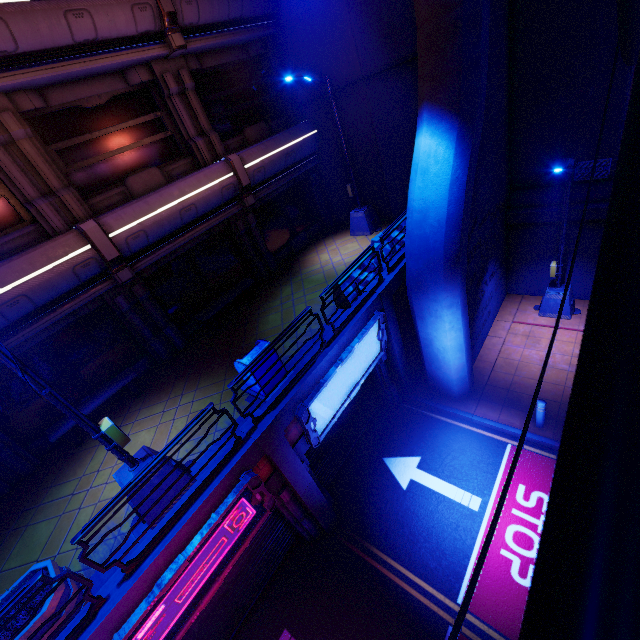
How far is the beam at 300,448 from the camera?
7.80m

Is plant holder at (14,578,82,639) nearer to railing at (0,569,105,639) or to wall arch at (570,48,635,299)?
railing at (0,569,105,639)

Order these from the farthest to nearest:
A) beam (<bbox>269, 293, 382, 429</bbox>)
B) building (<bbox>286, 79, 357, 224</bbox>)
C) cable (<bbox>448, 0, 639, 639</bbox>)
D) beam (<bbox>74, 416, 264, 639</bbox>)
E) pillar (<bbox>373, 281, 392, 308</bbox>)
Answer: building (<bbox>286, 79, 357, 224</bbox>), pillar (<bbox>373, 281, 392, 308</bbox>), beam (<bbox>269, 293, 382, 429</bbox>), beam (<bbox>74, 416, 264, 639</bbox>), cable (<bbox>448, 0, 639, 639</bbox>)

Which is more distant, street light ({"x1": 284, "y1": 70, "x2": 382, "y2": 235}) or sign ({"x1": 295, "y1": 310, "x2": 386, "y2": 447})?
street light ({"x1": 284, "y1": 70, "x2": 382, "y2": 235})

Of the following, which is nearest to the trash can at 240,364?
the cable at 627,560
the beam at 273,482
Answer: the beam at 273,482

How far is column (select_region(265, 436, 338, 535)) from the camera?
7.1m

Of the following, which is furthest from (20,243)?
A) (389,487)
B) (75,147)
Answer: (389,487)

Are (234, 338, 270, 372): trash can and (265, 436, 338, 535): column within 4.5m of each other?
yes
